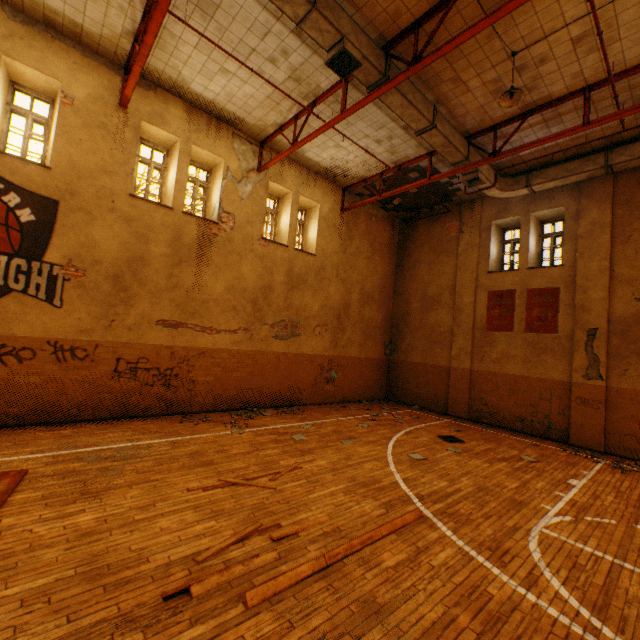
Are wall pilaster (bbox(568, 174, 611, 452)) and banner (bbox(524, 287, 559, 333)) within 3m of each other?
yes

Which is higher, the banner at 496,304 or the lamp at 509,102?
the lamp at 509,102

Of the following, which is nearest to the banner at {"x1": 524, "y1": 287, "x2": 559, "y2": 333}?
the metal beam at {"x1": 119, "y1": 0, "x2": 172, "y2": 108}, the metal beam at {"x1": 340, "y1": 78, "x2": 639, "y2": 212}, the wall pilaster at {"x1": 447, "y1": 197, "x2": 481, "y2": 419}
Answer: the wall pilaster at {"x1": 447, "y1": 197, "x2": 481, "y2": 419}

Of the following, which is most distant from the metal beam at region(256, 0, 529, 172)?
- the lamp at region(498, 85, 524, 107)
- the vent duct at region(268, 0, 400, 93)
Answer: the lamp at region(498, 85, 524, 107)

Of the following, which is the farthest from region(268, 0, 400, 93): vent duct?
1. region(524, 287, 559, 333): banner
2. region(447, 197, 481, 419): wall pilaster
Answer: region(524, 287, 559, 333): banner

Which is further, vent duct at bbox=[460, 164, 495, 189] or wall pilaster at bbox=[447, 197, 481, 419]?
wall pilaster at bbox=[447, 197, 481, 419]

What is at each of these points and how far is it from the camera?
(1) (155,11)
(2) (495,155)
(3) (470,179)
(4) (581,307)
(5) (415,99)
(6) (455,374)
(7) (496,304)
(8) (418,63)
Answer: (1) metal beam, 5.65m
(2) metal beam, 8.91m
(3) vent duct, 10.18m
(4) wall pilaster, 10.22m
(5) vent duct, 7.71m
(6) wall pilaster, 13.00m
(7) banner, 12.22m
(8) metal beam, 6.18m

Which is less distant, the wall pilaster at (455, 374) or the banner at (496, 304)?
the banner at (496, 304)
